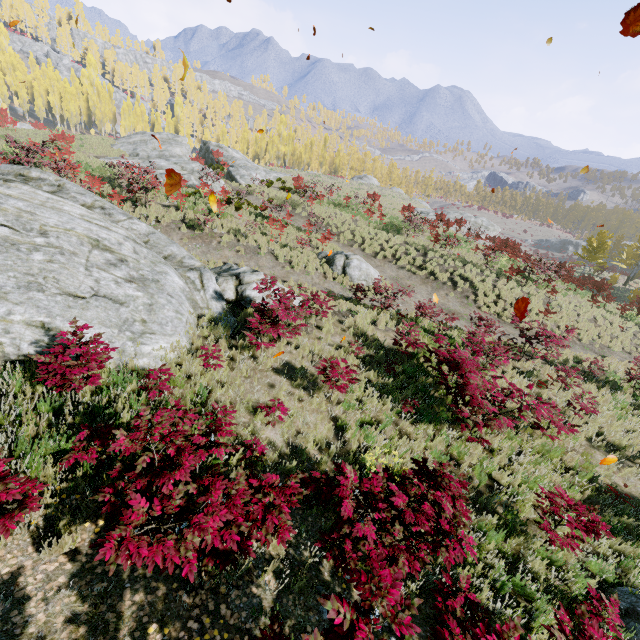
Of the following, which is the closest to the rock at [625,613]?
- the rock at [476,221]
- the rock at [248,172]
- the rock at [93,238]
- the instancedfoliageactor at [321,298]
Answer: the instancedfoliageactor at [321,298]

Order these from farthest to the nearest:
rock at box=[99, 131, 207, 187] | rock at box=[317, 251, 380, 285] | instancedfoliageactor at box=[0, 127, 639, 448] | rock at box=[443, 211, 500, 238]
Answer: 1. rock at box=[443, 211, 500, 238]
2. rock at box=[99, 131, 207, 187]
3. rock at box=[317, 251, 380, 285]
4. instancedfoliageactor at box=[0, 127, 639, 448]

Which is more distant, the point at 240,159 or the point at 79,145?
the point at 240,159

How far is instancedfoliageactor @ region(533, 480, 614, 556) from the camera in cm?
534

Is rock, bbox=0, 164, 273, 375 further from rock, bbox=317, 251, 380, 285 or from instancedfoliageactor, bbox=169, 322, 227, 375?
rock, bbox=317, 251, 380, 285

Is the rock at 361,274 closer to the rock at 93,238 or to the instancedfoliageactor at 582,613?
the instancedfoliageactor at 582,613

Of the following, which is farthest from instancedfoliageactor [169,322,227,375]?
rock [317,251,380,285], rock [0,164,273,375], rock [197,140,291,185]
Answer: rock [197,140,291,185]

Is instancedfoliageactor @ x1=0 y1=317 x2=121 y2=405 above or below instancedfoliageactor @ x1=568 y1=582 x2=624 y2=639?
above
